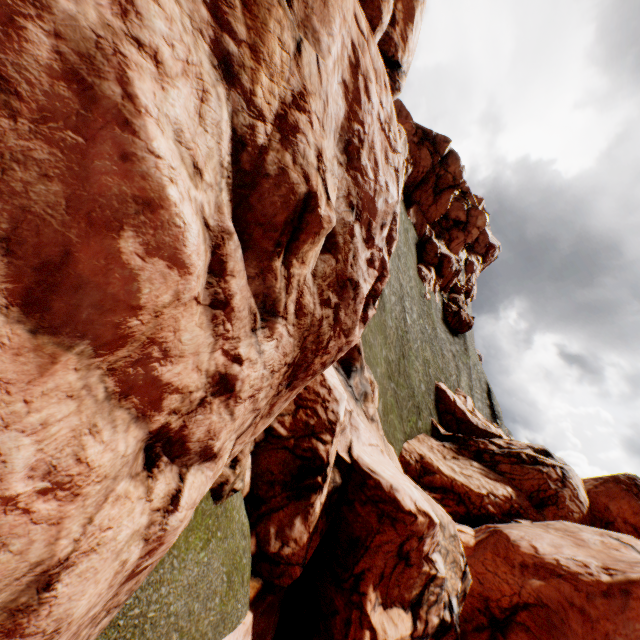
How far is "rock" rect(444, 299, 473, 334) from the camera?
56.7 meters

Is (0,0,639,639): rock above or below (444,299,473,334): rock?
below

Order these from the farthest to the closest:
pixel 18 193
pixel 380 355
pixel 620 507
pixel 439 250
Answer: pixel 439 250, pixel 380 355, pixel 620 507, pixel 18 193

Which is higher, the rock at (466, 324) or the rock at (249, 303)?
the rock at (466, 324)

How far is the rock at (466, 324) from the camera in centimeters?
5669cm

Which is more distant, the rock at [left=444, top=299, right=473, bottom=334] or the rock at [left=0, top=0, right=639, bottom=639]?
the rock at [left=444, top=299, right=473, bottom=334]
